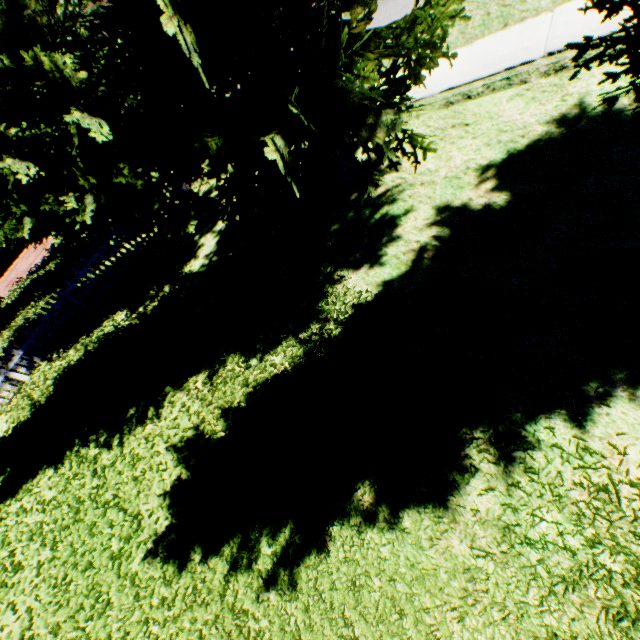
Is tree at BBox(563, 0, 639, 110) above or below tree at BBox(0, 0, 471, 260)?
below

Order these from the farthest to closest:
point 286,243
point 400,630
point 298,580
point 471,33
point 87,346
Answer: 1. point 87,346
2. point 286,243
3. point 471,33
4. point 298,580
5. point 400,630

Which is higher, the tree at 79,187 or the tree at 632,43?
the tree at 79,187
